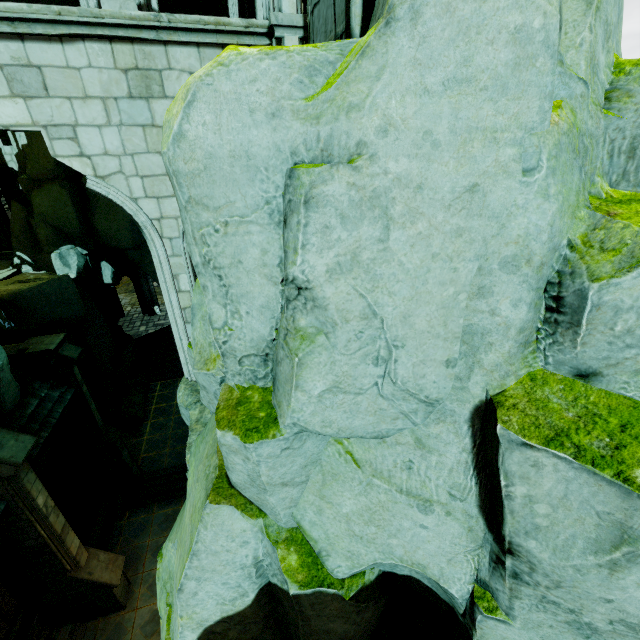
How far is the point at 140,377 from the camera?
21.6 meters

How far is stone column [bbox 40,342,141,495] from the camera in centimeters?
1220cm

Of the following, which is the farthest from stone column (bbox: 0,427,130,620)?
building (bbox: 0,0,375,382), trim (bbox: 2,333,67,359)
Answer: trim (bbox: 2,333,67,359)

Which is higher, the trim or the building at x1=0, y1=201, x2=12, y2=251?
the building at x1=0, y1=201, x2=12, y2=251

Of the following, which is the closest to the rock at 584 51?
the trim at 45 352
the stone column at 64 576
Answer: the trim at 45 352

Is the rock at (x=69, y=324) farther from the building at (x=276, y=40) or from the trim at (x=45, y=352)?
the trim at (x=45, y=352)

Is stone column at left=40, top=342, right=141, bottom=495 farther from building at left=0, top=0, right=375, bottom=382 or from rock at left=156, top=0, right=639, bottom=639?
building at left=0, top=0, right=375, bottom=382
